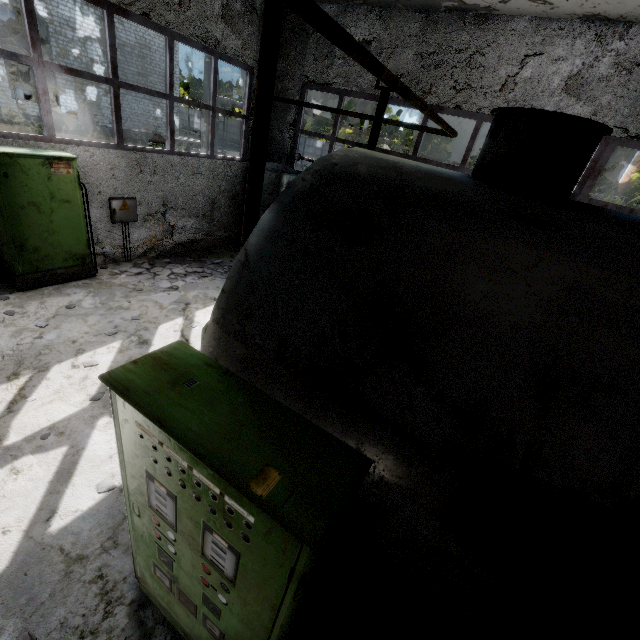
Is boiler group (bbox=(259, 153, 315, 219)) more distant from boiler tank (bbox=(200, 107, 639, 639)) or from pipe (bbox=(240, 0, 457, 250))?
pipe (bbox=(240, 0, 457, 250))

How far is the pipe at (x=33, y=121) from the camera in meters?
19.5 m

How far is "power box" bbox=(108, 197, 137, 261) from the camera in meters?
7.4

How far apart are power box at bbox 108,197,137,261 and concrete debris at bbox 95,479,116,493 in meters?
6.2

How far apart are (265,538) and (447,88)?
9.9m

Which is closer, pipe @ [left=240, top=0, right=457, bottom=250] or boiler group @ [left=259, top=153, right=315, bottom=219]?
pipe @ [left=240, top=0, right=457, bottom=250]

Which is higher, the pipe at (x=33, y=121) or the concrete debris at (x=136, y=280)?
the pipe at (x=33, y=121)

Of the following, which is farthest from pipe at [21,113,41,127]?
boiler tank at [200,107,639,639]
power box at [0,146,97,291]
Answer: power box at [0,146,97,291]
